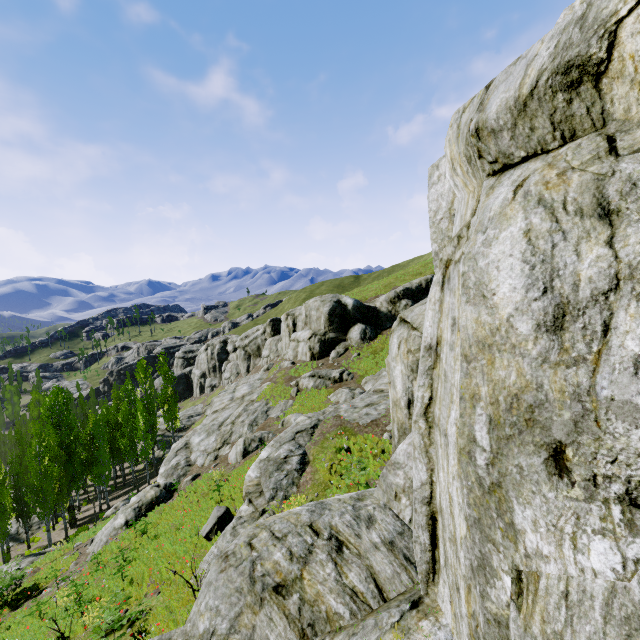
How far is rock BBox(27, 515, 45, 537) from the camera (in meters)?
34.16

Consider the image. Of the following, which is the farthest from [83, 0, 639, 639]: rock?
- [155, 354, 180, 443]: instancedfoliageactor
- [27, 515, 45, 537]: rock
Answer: [27, 515, 45, 537]: rock

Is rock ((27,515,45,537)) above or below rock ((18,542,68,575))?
below

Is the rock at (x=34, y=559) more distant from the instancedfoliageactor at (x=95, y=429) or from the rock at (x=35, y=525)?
the rock at (x=35, y=525)

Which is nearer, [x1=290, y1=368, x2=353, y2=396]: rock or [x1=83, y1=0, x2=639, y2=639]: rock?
[x1=83, y1=0, x2=639, y2=639]: rock

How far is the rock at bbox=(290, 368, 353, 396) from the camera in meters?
27.3

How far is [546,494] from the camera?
1.89m
